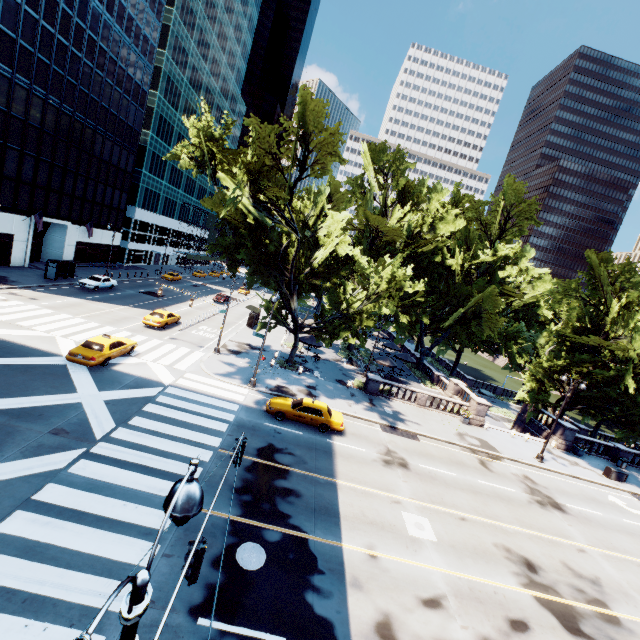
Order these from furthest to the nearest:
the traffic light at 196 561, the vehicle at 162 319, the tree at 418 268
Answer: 1. the vehicle at 162 319
2. the tree at 418 268
3. the traffic light at 196 561

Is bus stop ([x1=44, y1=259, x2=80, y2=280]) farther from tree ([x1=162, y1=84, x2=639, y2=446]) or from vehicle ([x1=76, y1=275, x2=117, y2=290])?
tree ([x1=162, y1=84, x2=639, y2=446])

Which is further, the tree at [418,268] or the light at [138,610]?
the tree at [418,268]

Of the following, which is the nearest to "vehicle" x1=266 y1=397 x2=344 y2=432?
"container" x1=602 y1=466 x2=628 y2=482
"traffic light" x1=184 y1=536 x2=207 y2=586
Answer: "traffic light" x1=184 y1=536 x2=207 y2=586

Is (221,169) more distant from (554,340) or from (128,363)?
(554,340)

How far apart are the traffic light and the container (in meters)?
34.78

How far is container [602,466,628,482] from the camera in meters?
27.0

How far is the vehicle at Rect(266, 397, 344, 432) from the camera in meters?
20.7 m
